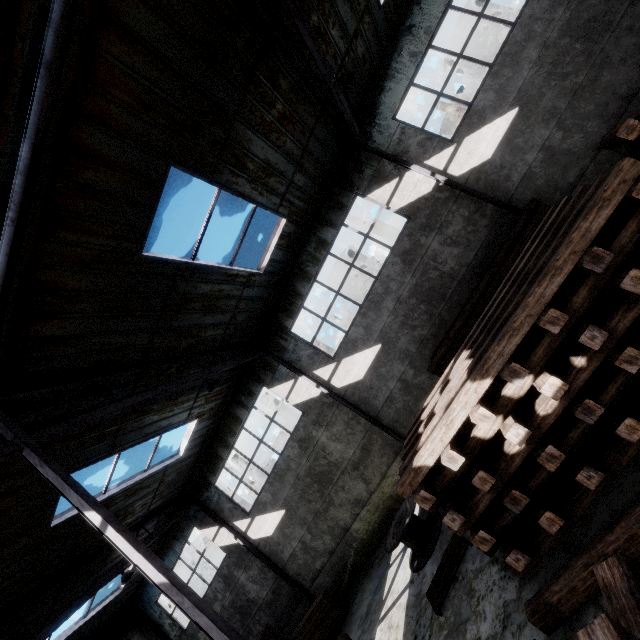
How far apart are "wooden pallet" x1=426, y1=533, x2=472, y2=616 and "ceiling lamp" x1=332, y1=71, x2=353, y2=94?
9.6m

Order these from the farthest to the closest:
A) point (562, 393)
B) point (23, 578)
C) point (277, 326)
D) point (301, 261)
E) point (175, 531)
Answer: point (175, 531) → point (277, 326) → point (301, 261) → point (23, 578) → point (562, 393)

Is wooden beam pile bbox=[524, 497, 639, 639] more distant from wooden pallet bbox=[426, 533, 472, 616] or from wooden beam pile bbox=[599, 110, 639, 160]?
wooden pallet bbox=[426, 533, 472, 616]

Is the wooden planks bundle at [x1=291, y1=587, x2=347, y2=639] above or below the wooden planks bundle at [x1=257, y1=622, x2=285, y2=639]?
below

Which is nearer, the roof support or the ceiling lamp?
the roof support

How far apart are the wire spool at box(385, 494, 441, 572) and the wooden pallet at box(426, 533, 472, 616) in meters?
0.9 m

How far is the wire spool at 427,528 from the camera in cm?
779

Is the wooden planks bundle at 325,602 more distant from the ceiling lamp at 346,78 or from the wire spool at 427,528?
the ceiling lamp at 346,78
